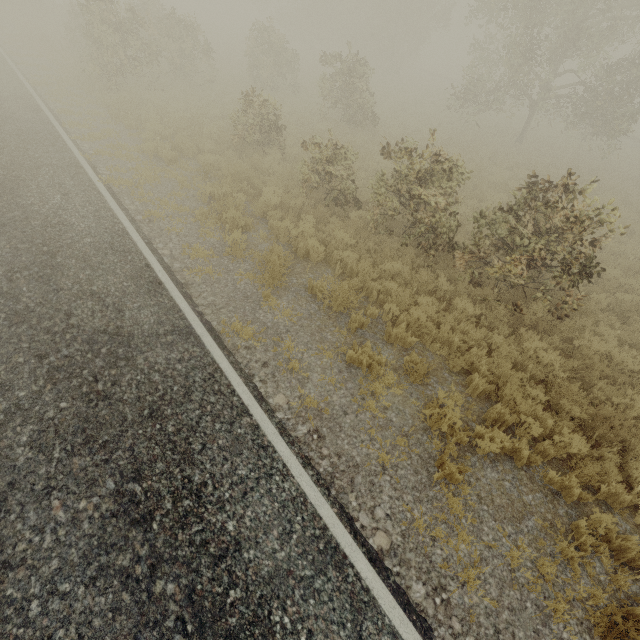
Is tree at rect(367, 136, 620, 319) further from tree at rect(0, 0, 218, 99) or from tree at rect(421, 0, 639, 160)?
tree at rect(0, 0, 218, 99)

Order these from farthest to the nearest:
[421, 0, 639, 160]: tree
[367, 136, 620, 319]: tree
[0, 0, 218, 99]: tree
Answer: [421, 0, 639, 160]: tree < [0, 0, 218, 99]: tree < [367, 136, 620, 319]: tree

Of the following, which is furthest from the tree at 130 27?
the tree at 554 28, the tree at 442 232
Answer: the tree at 442 232

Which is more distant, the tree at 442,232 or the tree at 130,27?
the tree at 130,27

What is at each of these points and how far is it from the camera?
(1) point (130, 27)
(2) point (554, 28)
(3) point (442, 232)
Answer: (1) tree, 15.34m
(2) tree, 16.78m
(3) tree, 8.17m

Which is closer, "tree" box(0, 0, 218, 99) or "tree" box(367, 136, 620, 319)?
"tree" box(367, 136, 620, 319)

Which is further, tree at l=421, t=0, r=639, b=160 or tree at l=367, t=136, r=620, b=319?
tree at l=421, t=0, r=639, b=160
